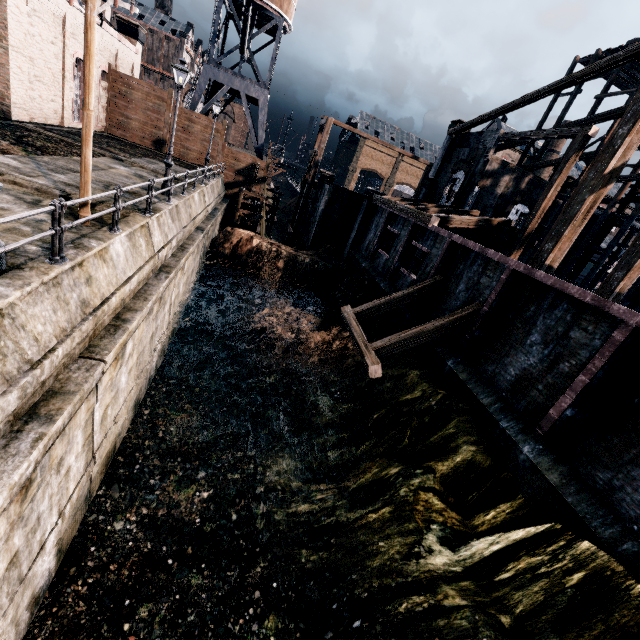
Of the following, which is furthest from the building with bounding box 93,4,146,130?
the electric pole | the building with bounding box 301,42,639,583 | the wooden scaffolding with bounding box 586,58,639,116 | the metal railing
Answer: the wooden scaffolding with bounding box 586,58,639,116

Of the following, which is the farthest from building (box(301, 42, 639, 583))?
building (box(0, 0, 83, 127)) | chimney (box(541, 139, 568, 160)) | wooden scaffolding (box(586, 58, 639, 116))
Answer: chimney (box(541, 139, 568, 160))

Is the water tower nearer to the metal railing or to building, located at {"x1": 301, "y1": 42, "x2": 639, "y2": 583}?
building, located at {"x1": 301, "y1": 42, "x2": 639, "y2": 583}

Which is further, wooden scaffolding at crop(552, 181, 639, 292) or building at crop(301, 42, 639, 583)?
wooden scaffolding at crop(552, 181, 639, 292)

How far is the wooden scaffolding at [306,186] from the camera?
29.98m

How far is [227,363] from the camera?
18.3 meters

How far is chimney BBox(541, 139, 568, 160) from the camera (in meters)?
51.66

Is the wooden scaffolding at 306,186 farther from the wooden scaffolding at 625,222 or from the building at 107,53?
the building at 107,53
